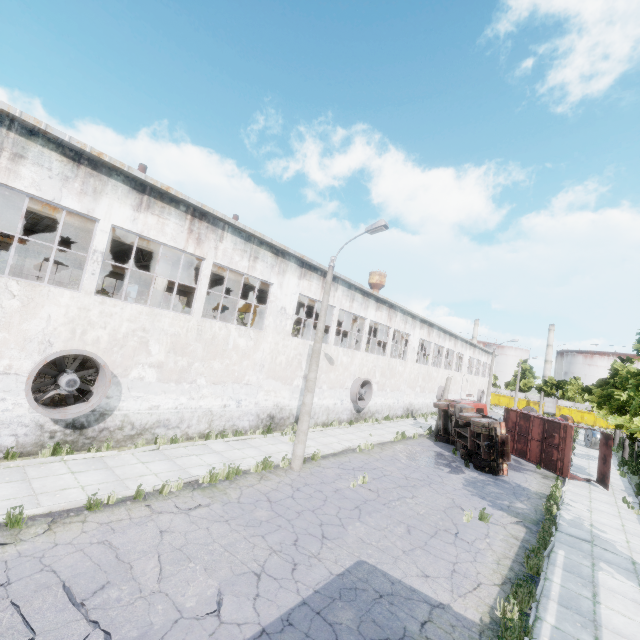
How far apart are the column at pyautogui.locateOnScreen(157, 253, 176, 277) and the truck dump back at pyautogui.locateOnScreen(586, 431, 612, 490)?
25.1 meters

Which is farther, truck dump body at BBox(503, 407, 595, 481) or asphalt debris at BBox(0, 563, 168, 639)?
truck dump body at BBox(503, 407, 595, 481)

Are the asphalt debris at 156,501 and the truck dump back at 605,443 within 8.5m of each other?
no

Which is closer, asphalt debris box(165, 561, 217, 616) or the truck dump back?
asphalt debris box(165, 561, 217, 616)

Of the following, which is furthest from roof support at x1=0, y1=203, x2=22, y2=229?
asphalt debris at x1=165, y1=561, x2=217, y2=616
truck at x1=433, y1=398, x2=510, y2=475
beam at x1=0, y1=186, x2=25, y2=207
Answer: truck at x1=433, y1=398, x2=510, y2=475

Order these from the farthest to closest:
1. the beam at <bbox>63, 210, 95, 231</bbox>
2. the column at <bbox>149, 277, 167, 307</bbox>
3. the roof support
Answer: the column at <bbox>149, 277, 167, 307</bbox>
the roof support
the beam at <bbox>63, 210, 95, 231</bbox>

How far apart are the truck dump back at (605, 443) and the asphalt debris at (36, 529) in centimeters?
2469cm

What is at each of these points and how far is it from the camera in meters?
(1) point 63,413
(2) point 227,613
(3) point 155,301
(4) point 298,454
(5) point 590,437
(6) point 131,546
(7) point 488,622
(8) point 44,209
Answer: (1) fan, 10.2
(2) asphalt debris, 5.6
(3) column, 15.5
(4) lamp post, 12.9
(5) wire spool, 32.3
(6) asphalt debris, 6.9
(7) asphalt debris, 6.5
(8) beam, 12.2
